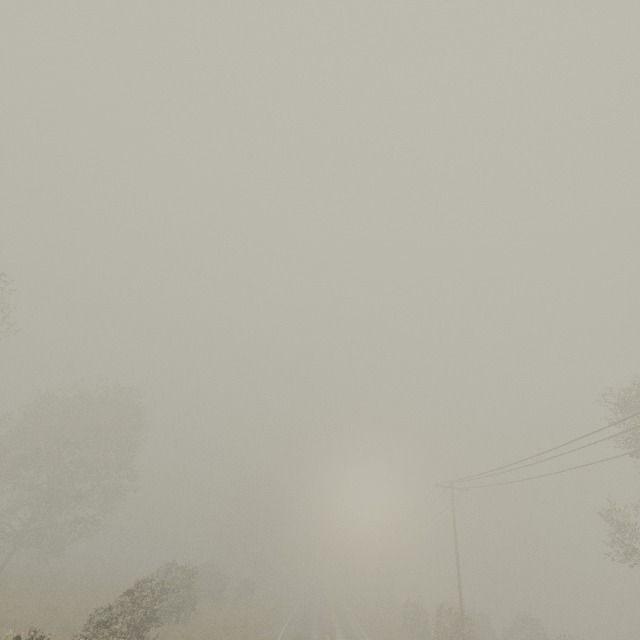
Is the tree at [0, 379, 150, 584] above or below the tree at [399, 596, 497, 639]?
above

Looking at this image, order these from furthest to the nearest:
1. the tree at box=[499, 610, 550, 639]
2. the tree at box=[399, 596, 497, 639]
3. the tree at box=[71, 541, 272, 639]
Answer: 1. the tree at box=[499, 610, 550, 639]
2. the tree at box=[399, 596, 497, 639]
3. the tree at box=[71, 541, 272, 639]

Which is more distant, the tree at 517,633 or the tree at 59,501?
the tree at 517,633

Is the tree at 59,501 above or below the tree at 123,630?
above

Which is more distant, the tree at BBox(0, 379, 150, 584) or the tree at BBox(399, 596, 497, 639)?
the tree at BBox(0, 379, 150, 584)

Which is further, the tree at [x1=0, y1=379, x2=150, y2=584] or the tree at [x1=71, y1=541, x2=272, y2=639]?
the tree at [x1=0, y1=379, x2=150, y2=584]

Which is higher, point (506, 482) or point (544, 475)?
point (506, 482)
